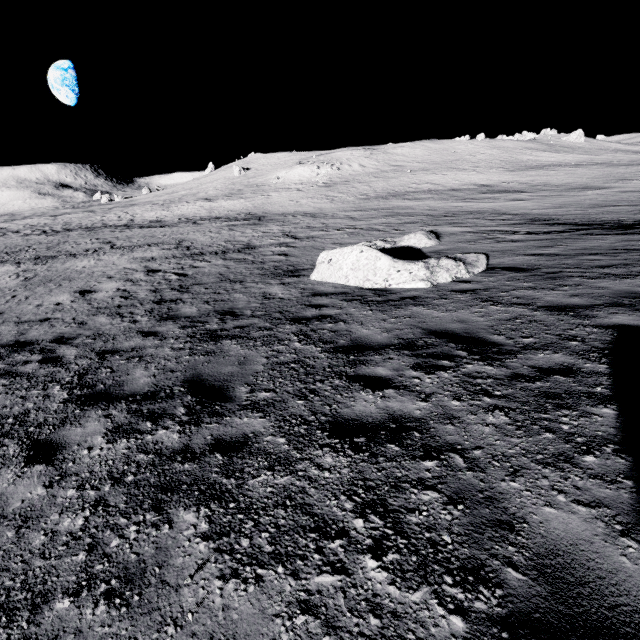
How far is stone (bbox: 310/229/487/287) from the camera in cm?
905

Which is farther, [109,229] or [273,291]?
[109,229]

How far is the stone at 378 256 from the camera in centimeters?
905cm
